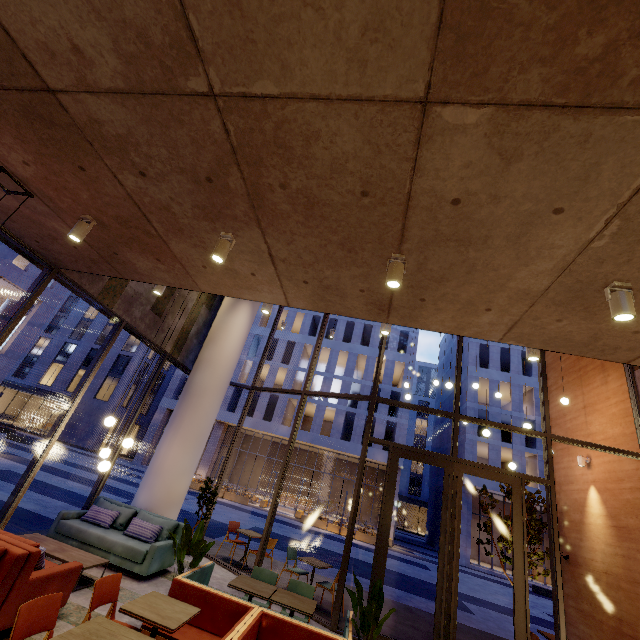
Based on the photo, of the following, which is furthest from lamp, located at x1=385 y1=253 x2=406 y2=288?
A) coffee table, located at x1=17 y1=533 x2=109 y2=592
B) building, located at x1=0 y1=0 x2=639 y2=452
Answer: coffee table, located at x1=17 y1=533 x2=109 y2=592

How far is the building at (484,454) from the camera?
28.1m

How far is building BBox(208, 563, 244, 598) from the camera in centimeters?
657cm

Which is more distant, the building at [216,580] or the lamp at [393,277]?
the building at [216,580]

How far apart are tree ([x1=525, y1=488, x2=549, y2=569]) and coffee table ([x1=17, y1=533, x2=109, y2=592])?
9.2 meters

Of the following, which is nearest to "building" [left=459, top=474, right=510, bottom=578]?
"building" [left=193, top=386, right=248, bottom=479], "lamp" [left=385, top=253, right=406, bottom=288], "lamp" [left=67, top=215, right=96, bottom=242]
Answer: "building" [left=193, top=386, right=248, bottom=479]

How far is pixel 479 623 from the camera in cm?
1099
